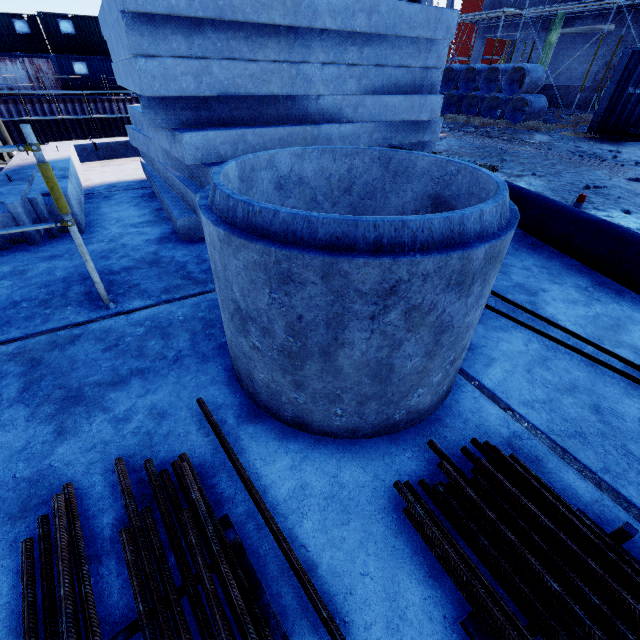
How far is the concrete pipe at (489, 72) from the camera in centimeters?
1401cm

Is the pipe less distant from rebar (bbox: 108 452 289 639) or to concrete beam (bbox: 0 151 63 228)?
rebar (bbox: 108 452 289 639)

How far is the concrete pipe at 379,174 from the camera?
1.2 meters

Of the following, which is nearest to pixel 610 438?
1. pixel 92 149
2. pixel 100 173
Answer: pixel 100 173

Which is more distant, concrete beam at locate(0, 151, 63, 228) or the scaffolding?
concrete beam at locate(0, 151, 63, 228)

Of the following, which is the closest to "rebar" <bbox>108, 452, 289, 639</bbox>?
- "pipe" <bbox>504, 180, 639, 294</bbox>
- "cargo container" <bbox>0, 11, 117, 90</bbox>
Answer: "pipe" <bbox>504, 180, 639, 294</bbox>

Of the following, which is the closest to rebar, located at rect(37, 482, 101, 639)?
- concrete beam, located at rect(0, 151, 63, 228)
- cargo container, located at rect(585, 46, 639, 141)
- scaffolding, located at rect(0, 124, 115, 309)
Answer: scaffolding, located at rect(0, 124, 115, 309)

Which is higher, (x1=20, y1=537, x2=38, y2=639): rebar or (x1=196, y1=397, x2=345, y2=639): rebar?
(x1=20, y1=537, x2=38, y2=639): rebar
